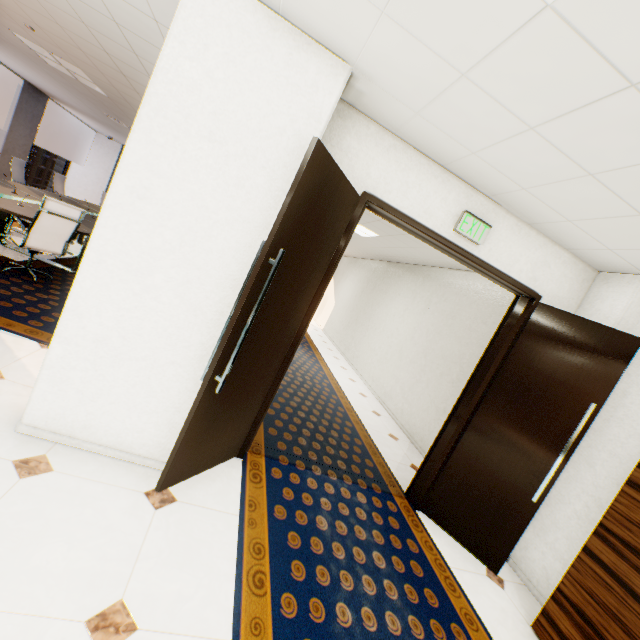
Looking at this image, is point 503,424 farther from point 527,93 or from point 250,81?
point 250,81

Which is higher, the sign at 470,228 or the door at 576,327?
the sign at 470,228

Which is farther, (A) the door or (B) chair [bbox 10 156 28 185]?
(B) chair [bbox 10 156 28 185]

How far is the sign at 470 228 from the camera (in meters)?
2.74

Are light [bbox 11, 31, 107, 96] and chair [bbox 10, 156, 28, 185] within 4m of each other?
yes

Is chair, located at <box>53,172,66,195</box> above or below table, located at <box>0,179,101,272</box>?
above

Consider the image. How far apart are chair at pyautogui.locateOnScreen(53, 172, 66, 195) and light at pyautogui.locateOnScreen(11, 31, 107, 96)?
4.02m

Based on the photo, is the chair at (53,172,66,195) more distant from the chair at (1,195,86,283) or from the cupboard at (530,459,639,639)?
the cupboard at (530,459,639,639)
